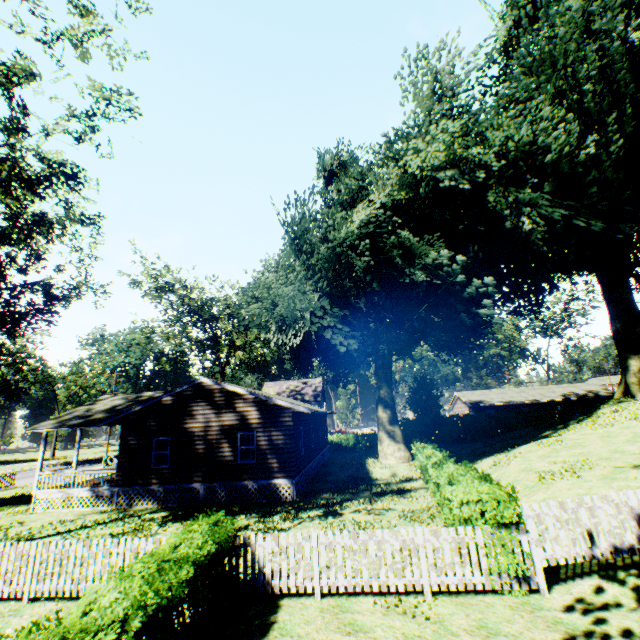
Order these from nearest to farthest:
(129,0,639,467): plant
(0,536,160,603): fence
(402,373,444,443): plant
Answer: (0,536,160,603): fence < (129,0,639,467): plant < (402,373,444,443): plant

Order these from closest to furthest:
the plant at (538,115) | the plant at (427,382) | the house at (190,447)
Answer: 1. the plant at (538,115)
2. the house at (190,447)
3. the plant at (427,382)

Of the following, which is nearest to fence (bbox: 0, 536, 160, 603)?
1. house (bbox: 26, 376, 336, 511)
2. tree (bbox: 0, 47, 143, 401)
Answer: tree (bbox: 0, 47, 143, 401)

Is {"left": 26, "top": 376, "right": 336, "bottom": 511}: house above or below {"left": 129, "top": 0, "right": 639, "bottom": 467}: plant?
below

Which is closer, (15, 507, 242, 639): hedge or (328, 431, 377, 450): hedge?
(15, 507, 242, 639): hedge

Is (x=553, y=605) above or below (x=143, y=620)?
below

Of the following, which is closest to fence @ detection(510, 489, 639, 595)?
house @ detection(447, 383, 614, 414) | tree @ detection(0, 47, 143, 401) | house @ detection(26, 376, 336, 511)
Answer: tree @ detection(0, 47, 143, 401)

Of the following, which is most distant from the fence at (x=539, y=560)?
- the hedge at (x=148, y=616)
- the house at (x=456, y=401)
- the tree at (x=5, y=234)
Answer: the house at (x=456, y=401)
